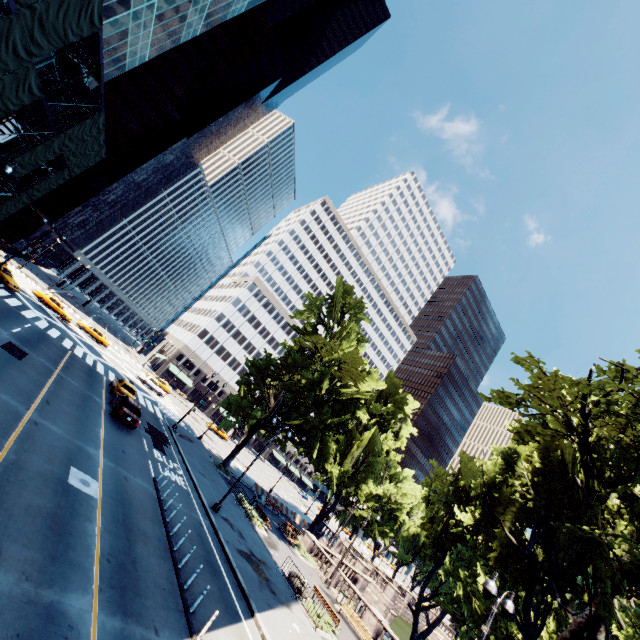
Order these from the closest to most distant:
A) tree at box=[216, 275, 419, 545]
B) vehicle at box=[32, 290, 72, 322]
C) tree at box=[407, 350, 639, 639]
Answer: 1. tree at box=[407, 350, 639, 639]
2. tree at box=[216, 275, 419, 545]
3. vehicle at box=[32, 290, 72, 322]

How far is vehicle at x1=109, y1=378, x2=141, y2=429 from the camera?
22.6 meters

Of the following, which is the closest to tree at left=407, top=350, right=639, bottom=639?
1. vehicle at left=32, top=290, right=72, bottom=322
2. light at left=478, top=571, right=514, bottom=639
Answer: light at left=478, top=571, right=514, bottom=639

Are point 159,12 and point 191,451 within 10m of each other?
no

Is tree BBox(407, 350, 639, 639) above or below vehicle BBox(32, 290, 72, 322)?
above

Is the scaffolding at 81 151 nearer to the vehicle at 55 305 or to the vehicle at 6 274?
the vehicle at 6 274

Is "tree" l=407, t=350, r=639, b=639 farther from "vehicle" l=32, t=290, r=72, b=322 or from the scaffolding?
"vehicle" l=32, t=290, r=72, b=322

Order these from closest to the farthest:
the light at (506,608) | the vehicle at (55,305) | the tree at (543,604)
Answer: the light at (506,608), the tree at (543,604), the vehicle at (55,305)
